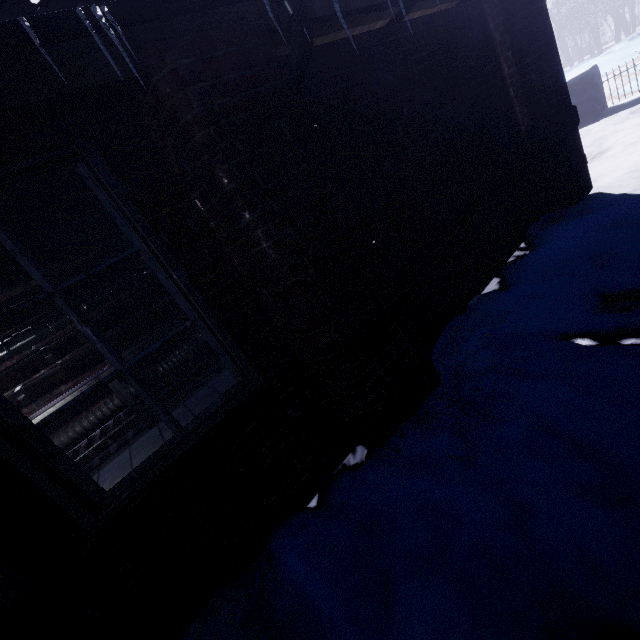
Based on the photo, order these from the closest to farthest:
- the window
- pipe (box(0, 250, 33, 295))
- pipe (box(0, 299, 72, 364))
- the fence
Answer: the window
pipe (box(0, 250, 33, 295))
pipe (box(0, 299, 72, 364))
the fence

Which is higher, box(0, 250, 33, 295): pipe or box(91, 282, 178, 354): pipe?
box(0, 250, 33, 295): pipe

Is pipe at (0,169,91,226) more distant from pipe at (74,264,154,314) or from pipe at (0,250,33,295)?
pipe at (74,264,154,314)

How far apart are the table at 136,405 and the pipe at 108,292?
0.1m

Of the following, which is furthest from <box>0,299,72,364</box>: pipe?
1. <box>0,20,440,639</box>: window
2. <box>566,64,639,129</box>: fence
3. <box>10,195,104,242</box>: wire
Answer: <box>566,64,639,129</box>: fence

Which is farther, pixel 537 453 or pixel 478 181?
pixel 478 181

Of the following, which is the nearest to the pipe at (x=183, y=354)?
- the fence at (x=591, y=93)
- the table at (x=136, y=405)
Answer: the table at (x=136, y=405)

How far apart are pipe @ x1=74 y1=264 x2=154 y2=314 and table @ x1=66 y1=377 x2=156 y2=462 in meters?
0.1 m
